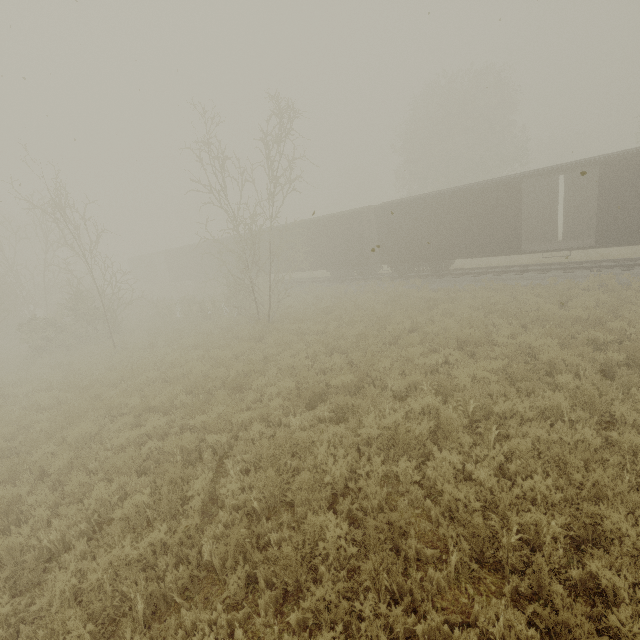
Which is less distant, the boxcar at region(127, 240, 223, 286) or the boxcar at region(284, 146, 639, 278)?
the boxcar at region(284, 146, 639, 278)

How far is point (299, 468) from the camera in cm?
596

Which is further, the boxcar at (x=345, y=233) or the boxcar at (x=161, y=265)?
the boxcar at (x=161, y=265)

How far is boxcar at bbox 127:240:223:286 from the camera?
32.6m

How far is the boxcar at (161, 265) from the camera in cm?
3259
